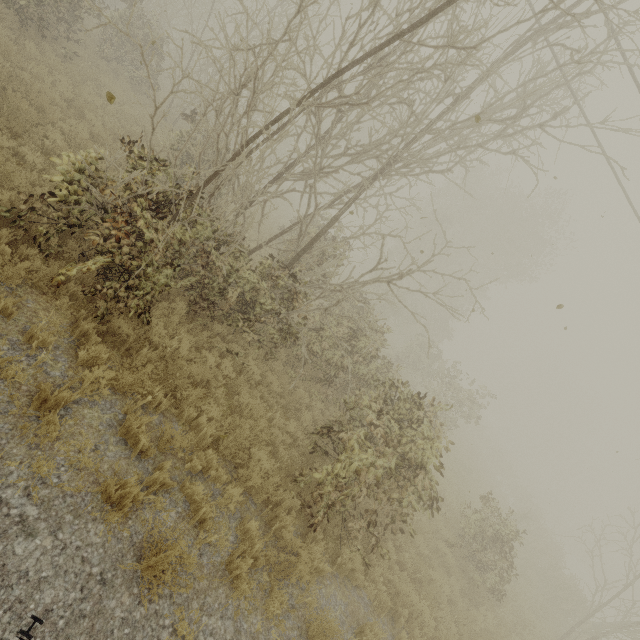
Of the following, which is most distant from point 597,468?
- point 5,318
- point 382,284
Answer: point 5,318
